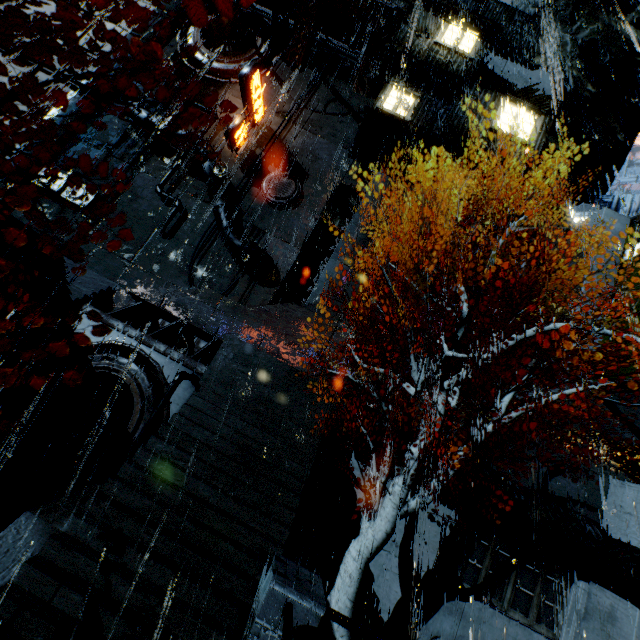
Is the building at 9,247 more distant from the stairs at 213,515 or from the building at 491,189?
the stairs at 213,515

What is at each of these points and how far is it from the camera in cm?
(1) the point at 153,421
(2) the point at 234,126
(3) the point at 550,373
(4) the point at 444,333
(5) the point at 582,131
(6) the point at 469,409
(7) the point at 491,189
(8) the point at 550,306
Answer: (1) pipe, 1094
(2) sign, 2258
(3) building, 2106
(4) building, 1741
(5) rock, 3691
(6) building, 1321
(7) building, 2323
(8) building, 2236

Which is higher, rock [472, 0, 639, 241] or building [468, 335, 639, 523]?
rock [472, 0, 639, 241]

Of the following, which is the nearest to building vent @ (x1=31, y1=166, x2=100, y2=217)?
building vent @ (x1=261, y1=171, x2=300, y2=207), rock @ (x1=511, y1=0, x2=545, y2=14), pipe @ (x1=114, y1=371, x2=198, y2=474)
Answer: building vent @ (x1=261, y1=171, x2=300, y2=207)

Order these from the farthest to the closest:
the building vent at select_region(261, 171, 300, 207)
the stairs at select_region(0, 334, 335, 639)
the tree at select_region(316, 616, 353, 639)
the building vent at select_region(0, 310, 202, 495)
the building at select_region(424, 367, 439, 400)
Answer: the building vent at select_region(261, 171, 300, 207) < the building at select_region(424, 367, 439, 400) < the building vent at select_region(0, 310, 202, 495) < the tree at select_region(316, 616, 353, 639) < the stairs at select_region(0, 334, 335, 639)

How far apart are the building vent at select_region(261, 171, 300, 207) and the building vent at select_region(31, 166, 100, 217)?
11.1 meters

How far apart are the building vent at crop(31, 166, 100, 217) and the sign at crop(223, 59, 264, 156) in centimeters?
1142cm

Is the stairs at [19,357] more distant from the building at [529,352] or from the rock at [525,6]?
the rock at [525,6]
